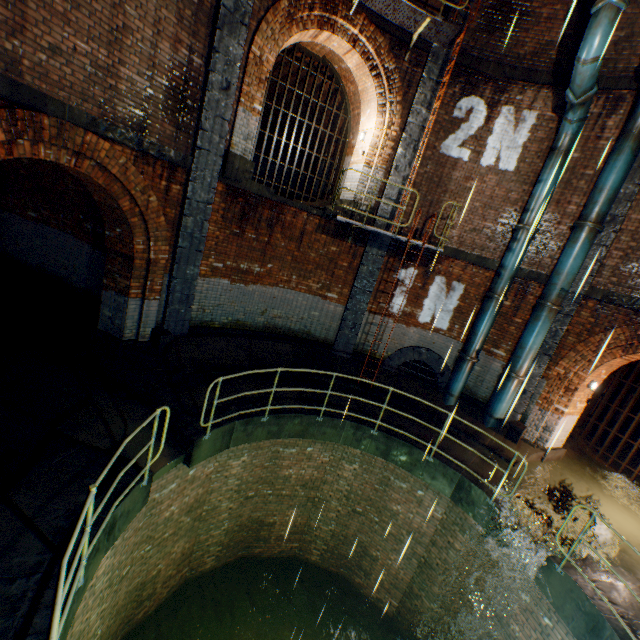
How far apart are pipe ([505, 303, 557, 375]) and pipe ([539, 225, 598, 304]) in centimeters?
7cm

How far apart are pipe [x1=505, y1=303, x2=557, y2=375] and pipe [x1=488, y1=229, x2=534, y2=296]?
0.8m

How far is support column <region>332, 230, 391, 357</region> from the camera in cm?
1011

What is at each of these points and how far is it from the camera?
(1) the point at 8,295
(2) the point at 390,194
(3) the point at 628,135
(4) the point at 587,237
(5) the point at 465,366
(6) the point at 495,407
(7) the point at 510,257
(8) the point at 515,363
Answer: (1) building tunnel, 9.04m
(2) support column, 9.72m
(3) pipe, 7.57m
(4) pipe, 8.06m
(5) pipe, 9.85m
(6) pipe, 9.39m
(7) pipe, 9.02m
(8) pipe, 9.07m

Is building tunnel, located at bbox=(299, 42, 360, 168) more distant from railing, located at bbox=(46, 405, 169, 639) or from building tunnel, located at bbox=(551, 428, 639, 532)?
building tunnel, located at bbox=(551, 428, 639, 532)

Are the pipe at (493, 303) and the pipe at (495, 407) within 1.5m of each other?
yes

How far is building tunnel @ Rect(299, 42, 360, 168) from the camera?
10.2m

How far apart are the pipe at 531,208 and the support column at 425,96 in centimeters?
299cm
